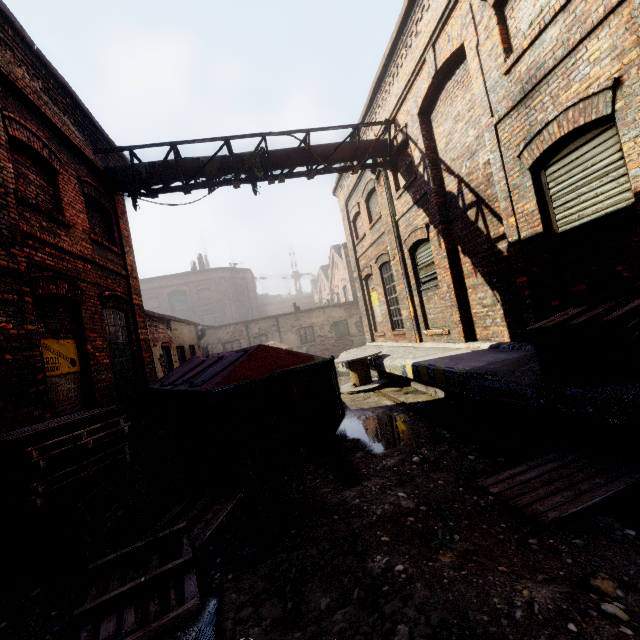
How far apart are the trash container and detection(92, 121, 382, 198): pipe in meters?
4.4 m

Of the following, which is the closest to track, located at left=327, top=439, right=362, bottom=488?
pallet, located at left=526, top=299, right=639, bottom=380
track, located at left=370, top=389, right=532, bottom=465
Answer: track, located at left=370, top=389, right=532, bottom=465

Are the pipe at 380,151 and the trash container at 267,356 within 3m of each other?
no

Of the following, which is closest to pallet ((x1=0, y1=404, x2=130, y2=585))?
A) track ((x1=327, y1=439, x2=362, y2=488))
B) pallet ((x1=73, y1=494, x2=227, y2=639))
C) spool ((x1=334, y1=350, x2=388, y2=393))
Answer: pallet ((x1=73, y1=494, x2=227, y2=639))

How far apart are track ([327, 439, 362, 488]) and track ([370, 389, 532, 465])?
1.70m

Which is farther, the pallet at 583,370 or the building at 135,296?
the building at 135,296

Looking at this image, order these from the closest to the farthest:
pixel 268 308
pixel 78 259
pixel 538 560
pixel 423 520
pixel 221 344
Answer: pixel 538 560 → pixel 423 520 → pixel 78 259 → pixel 221 344 → pixel 268 308

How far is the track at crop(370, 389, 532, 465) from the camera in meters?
3.7 m
